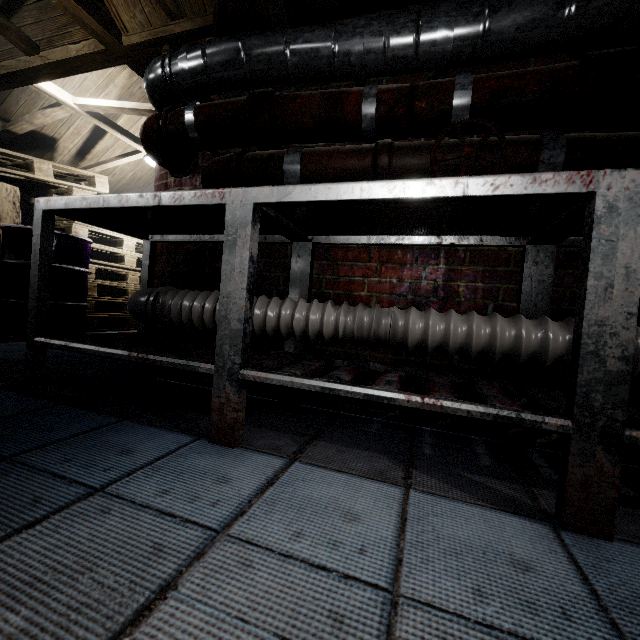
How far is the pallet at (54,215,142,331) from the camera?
3.9m

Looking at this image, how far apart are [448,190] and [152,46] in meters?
2.2 m

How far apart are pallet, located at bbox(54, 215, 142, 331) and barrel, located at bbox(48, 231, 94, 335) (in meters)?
0.01

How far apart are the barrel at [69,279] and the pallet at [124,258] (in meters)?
0.01

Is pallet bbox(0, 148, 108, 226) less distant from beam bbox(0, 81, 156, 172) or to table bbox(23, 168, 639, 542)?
beam bbox(0, 81, 156, 172)

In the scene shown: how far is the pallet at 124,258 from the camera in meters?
3.9 m

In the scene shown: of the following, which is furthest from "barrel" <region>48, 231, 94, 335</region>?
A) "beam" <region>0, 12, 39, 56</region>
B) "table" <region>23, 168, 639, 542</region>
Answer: "table" <region>23, 168, 639, 542</region>

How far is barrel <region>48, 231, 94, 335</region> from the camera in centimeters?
307cm
